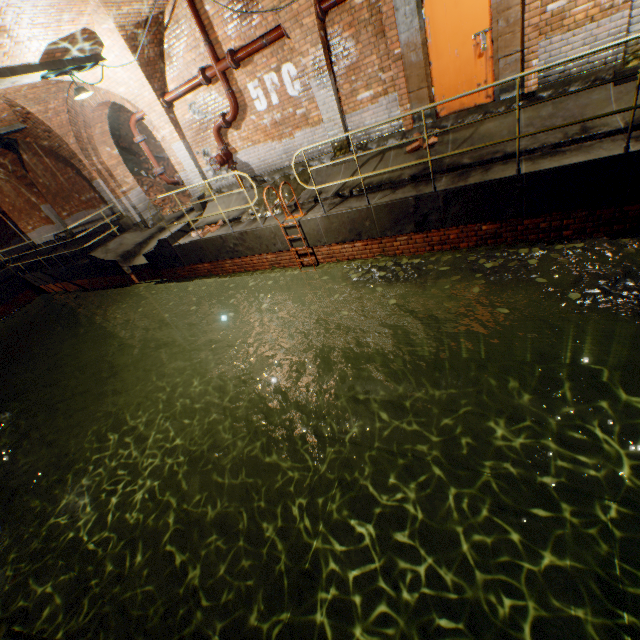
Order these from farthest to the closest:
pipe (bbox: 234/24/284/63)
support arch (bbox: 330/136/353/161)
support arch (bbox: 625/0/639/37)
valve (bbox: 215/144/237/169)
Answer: valve (bbox: 215/144/237/169) → support arch (bbox: 330/136/353/161) → pipe (bbox: 234/24/284/63) → support arch (bbox: 625/0/639/37)

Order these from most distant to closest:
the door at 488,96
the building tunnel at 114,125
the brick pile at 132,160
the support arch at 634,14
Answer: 1. the brick pile at 132,160
2. the building tunnel at 114,125
3. the door at 488,96
4. the support arch at 634,14

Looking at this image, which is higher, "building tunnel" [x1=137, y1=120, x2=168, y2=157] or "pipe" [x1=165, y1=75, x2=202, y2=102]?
"pipe" [x1=165, y1=75, x2=202, y2=102]

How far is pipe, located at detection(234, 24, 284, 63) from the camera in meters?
6.8

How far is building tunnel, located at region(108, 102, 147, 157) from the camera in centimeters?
1474cm

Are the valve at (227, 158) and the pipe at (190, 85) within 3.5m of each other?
yes

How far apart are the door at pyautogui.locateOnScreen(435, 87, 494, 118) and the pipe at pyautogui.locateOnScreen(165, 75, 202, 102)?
5.33m

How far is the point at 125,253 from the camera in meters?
11.5
